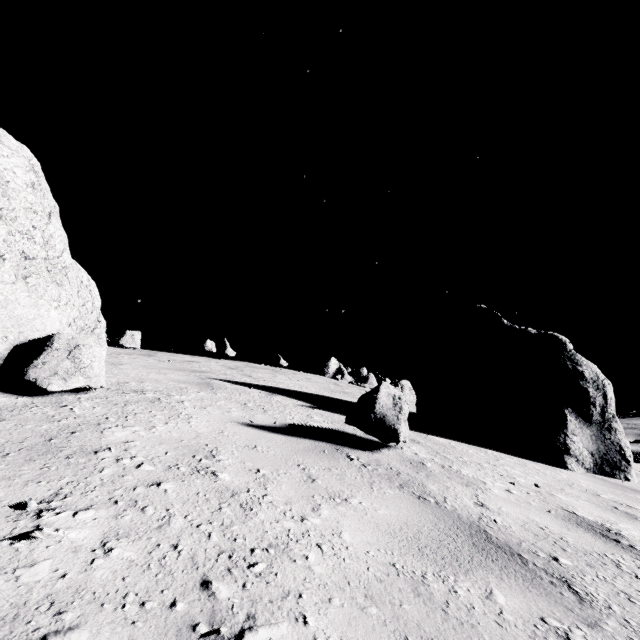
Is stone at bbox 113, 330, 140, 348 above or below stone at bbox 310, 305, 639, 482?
above

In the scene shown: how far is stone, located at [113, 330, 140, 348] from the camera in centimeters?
942cm

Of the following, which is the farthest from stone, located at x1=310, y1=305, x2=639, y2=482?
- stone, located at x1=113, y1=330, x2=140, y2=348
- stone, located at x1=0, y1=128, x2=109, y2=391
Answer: stone, located at x1=113, y1=330, x2=140, y2=348

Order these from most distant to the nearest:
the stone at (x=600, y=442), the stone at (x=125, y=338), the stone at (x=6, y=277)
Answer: the stone at (x=125, y=338) → the stone at (x=600, y=442) → the stone at (x=6, y=277)

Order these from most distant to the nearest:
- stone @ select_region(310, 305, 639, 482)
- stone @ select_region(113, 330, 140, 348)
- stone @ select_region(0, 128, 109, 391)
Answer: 1. stone @ select_region(113, 330, 140, 348)
2. stone @ select_region(310, 305, 639, 482)
3. stone @ select_region(0, 128, 109, 391)

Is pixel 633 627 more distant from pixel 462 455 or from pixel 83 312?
pixel 83 312

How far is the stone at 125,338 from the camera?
9.42m
